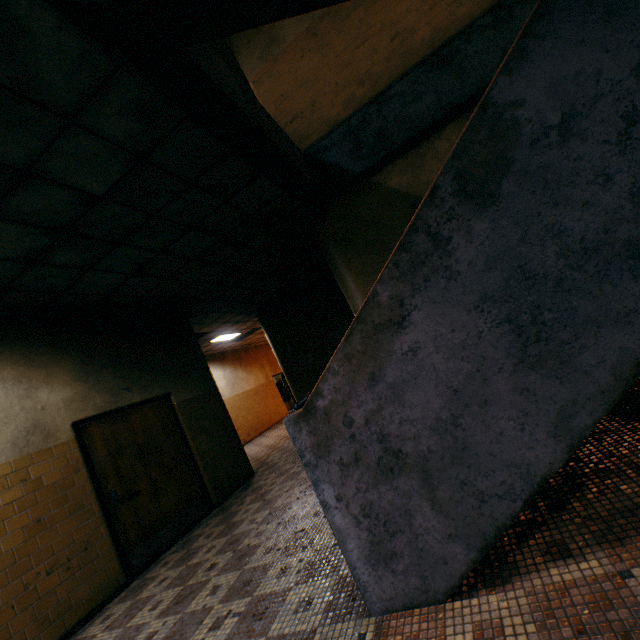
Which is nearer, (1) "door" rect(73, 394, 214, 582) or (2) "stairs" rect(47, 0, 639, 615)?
(2) "stairs" rect(47, 0, 639, 615)

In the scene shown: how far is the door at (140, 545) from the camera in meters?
4.4 m

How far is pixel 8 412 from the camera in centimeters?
383cm

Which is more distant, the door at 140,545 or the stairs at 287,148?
the door at 140,545

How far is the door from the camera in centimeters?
435cm
